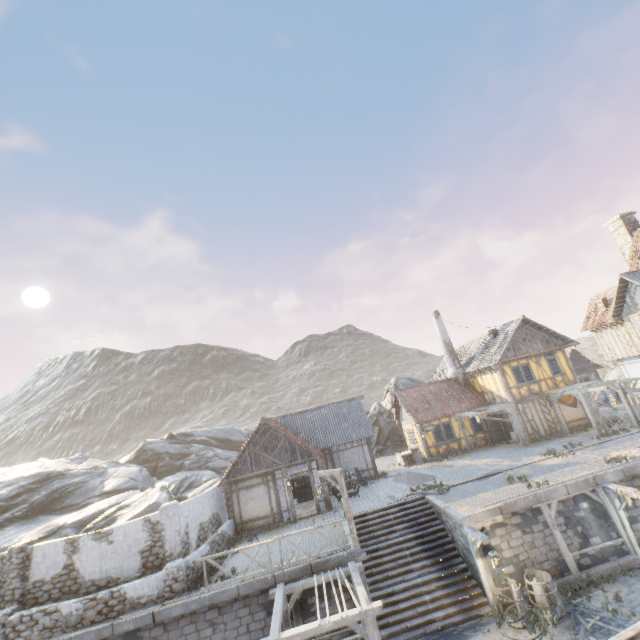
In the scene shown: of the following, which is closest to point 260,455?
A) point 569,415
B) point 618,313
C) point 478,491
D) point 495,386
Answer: point 478,491

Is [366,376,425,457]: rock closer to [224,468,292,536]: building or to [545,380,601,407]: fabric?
[224,468,292,536]: building

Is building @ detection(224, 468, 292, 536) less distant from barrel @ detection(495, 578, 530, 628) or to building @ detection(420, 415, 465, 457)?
building @ detection(420, 415, 465, 457)

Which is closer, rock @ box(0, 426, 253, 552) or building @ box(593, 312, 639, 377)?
rock @ box(0, 426, 253, 552)

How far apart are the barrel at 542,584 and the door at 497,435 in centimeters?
1397cm

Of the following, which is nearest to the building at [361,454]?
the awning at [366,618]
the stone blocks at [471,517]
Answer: the stone blocks at [471,517]

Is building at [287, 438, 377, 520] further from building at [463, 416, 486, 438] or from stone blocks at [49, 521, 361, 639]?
building at [463, 416, 486, 438]

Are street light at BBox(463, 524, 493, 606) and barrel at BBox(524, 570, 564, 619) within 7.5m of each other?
yes
